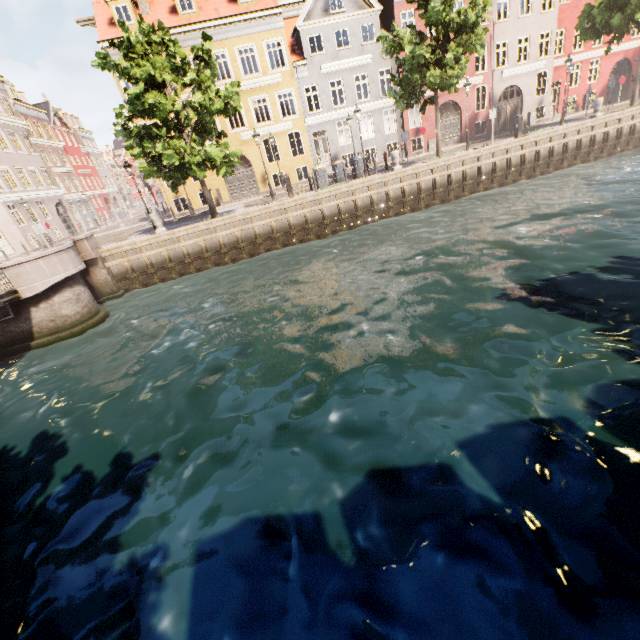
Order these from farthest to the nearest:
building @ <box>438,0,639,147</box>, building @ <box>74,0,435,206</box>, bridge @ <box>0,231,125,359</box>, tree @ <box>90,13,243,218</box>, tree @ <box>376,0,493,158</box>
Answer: building @ <box>438,0,639,147</box> < building @ <box>74,0,435,206</box> < tree @ <box>376,0,493,158</box> < tree @ <box>90,13,243,218</box> < bridge @ <box>0,231,125,359</box>

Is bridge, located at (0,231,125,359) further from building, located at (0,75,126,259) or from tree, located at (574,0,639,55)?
building, located at (0,75,126,259)

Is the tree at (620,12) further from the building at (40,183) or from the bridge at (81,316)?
the building at (40,183)

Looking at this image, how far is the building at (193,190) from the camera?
24.75m

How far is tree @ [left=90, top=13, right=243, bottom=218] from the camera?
13.4 meters

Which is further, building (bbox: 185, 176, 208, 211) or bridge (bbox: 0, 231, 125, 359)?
building (bbox: 185, 176, 208, 211)

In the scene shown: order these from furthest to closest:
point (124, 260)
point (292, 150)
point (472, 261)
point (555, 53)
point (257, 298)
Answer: point (292, 150) → point (555, 53) → point (124, 260) → point (257, 298) → point (472, 261)
